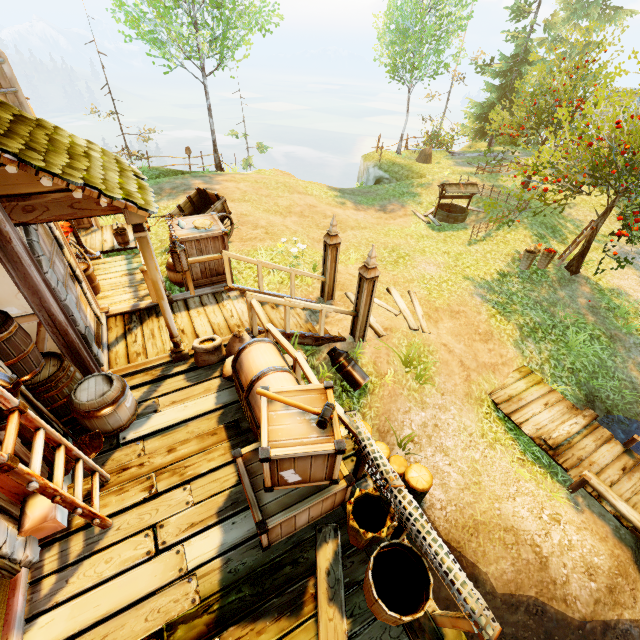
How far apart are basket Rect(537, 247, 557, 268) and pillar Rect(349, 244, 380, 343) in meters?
8.5

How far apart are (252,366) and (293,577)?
2.5m

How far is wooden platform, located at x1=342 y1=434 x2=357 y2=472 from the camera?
4.4m

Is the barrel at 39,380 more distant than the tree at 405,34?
No

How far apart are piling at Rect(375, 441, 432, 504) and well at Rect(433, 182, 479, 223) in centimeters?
1200cm

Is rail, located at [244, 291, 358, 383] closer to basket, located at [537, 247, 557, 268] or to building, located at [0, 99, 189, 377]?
building, located at [0, 99, 189, 377]

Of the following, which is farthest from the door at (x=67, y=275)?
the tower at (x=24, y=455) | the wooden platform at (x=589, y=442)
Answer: the wooden platform at (x=589, y=442)

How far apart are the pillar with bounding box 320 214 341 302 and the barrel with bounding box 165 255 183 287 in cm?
293
